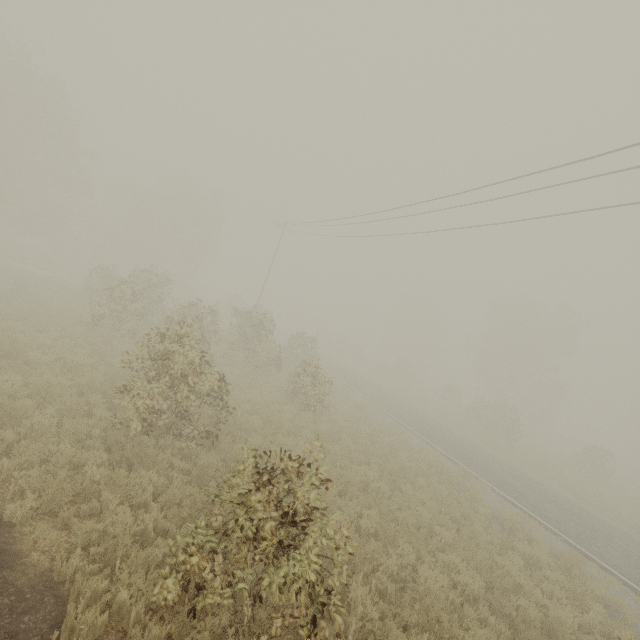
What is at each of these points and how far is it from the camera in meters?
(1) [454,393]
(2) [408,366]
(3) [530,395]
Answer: (1) tree, 38.9
(2) tree, 42.4
(3) tree, 46.8

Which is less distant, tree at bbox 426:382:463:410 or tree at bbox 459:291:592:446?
tree at bbox 459:291:592:446

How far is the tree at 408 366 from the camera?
42.2 meters

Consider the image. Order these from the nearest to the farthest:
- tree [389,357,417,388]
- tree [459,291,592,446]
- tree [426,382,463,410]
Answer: tree [459,291,592,446]
tree [426,382,463,410]
tree [389,357,417,388]

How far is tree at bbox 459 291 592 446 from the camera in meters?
31.8
